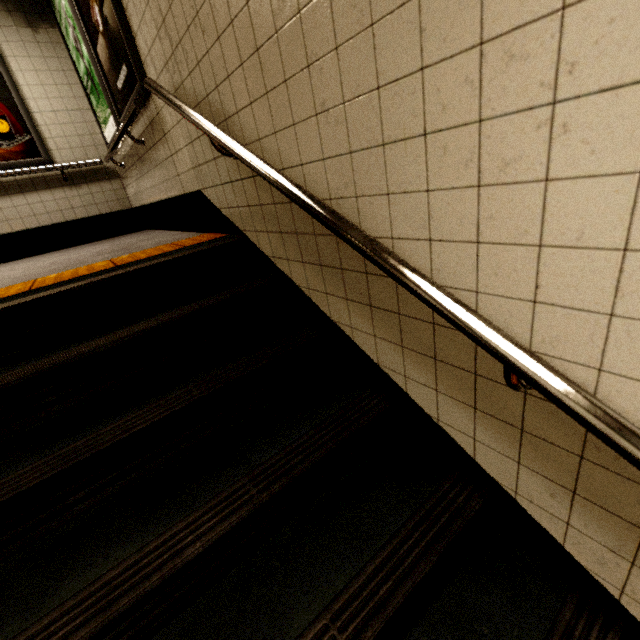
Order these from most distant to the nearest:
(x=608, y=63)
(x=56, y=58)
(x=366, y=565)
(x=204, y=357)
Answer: (x=56, y=58) → (x=204, y=357) → (x=366, y=565) → (x=608, y=63)

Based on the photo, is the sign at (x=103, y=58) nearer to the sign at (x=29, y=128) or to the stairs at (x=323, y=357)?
the stairs at (x=323, y=357)

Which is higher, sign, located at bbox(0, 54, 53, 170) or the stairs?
sign, located at bbox(0, 54, 53, 170)

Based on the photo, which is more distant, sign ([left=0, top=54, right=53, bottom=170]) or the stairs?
sign ([left=0, top=54, right=53, bottom=170])

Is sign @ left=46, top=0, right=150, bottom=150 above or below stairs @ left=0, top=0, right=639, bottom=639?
above

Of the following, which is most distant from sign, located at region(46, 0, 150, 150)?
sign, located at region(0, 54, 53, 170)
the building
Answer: sign, located at region(0, 54, 53, 170)

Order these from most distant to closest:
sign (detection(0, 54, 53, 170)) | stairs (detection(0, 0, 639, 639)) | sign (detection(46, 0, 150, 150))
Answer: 1. sign (detection(0, 54, 53, 170))
2. sign (detection(46, 0, 150, 150))
3. stairs (detection(0, 0, 639, 639))

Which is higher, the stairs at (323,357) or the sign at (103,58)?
the sign at (103,58)
